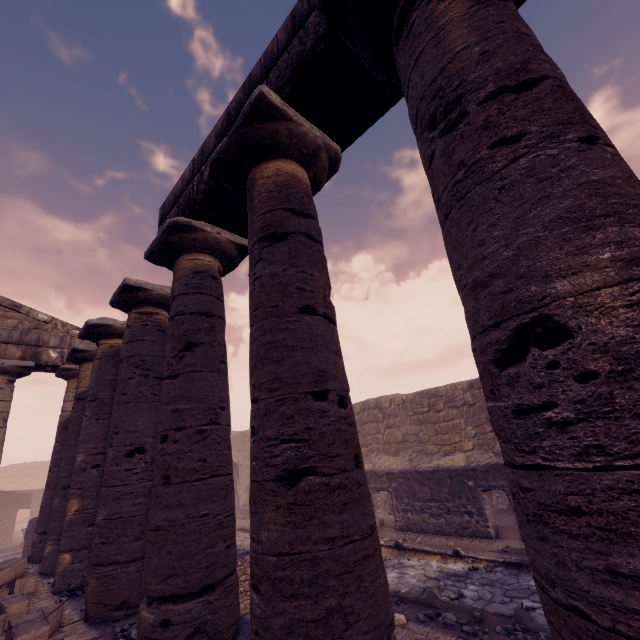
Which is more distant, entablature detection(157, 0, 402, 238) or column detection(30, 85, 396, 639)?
entablature detection(157, 0, 402, 238)

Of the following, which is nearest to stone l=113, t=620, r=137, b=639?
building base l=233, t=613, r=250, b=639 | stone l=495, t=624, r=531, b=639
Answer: building base l=233, t=613, r=250, b=639

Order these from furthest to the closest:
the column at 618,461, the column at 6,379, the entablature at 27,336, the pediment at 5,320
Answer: the pediment at 5,320, the entablature at 27,336, the column at 6,379, the column at 618,461

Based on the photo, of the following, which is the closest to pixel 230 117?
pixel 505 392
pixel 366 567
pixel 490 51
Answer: pixel 490 51

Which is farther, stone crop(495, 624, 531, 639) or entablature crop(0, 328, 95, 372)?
entablature crop(0, 328, 95, 372)

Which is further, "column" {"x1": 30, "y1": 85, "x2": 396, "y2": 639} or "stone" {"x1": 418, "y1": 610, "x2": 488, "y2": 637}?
"stone" {"x1": 418, "y1": 610, "x2": 488, "y2": 637}

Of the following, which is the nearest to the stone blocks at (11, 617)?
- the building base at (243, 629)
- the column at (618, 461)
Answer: the building base at (243, 629)

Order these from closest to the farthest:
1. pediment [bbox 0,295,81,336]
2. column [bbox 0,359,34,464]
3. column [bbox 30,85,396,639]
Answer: column [bbox 30,85,396,639] → column [bbox 0,359,34,464] → pediment [bbox 0,295,81,336]
